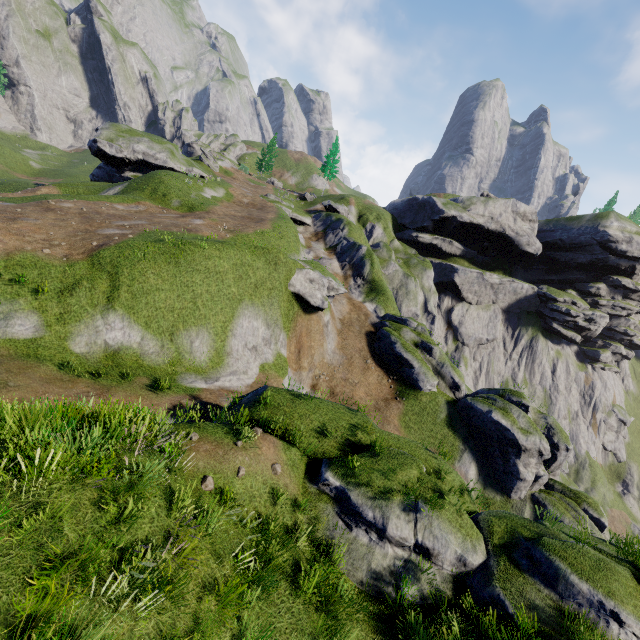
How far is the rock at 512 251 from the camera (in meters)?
54.06

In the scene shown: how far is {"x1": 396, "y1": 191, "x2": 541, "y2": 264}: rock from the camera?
54.1 meters

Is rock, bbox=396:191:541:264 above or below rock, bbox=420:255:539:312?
above

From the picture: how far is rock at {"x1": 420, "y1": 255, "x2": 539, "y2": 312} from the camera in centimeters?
5375cm

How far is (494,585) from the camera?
8.55m

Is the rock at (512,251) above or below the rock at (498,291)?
above
